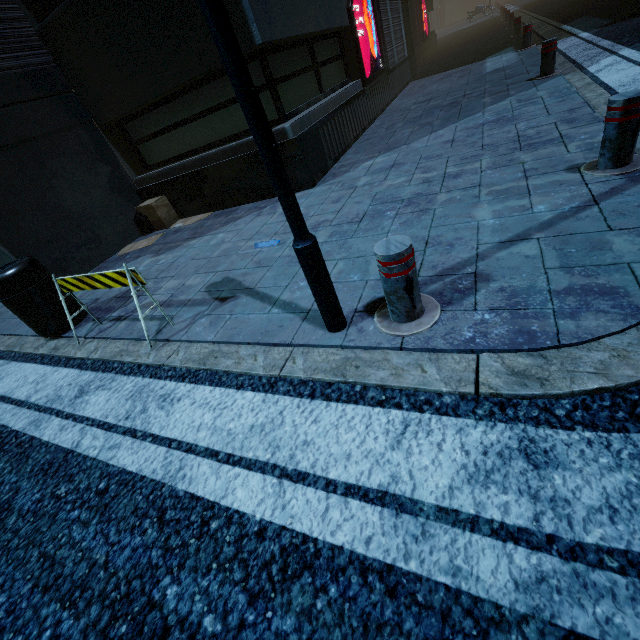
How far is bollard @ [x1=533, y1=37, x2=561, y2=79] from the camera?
5.82m

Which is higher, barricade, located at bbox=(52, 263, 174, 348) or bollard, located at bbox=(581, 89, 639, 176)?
barricade, located at bbox=(52, 263, 174, 348)

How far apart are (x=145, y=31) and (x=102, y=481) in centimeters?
612cm

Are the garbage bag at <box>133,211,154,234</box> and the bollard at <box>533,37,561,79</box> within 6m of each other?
no

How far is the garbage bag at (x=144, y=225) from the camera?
6.7m

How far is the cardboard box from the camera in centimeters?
653cm

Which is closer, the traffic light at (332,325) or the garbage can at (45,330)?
the traffic light at (332,325)

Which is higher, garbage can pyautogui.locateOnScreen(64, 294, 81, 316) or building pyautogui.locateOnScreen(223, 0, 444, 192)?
building pyautogui.locateOnScreen(223, 0, 444, 192)
